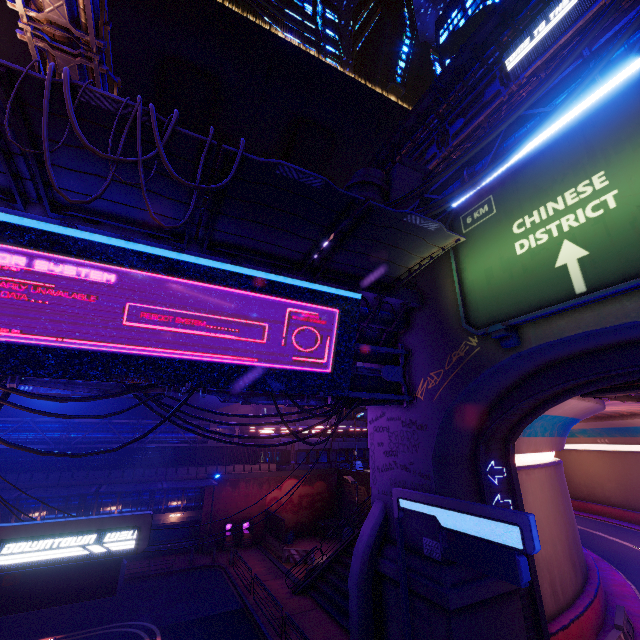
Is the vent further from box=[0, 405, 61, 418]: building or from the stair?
box=[0, 405, 61, 418]: building

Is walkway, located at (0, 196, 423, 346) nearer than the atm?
Yes

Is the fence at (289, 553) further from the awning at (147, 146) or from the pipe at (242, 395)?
the awning at (147, 146)

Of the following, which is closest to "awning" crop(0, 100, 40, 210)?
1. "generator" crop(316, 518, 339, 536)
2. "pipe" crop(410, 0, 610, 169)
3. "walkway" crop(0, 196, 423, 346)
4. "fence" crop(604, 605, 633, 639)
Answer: "walkway" crop(0, 196, 423, 346)

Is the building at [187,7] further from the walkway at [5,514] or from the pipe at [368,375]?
the pipe at [368,375]

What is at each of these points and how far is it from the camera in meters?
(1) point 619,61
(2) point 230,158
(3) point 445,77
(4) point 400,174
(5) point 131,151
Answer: (1) pipe, 10.0
(2) awning, 7.9
(3) walkway, 35.3
(4) building, 20.8
(5) awning, 7.8

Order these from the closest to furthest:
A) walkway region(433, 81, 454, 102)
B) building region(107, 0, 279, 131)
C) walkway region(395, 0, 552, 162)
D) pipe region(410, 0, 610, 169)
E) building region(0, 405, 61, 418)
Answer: pipe region(410, 0, 610, 169) → walkway region(395, 0, 552, 162) → building region(0, 405, 61, 418) → walkway region(433, 81, 454, 102) → building region(107, 0, 279, 131)

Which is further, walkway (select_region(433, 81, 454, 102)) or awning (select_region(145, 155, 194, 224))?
walkway (select_region(433, 81, 454, 102))
